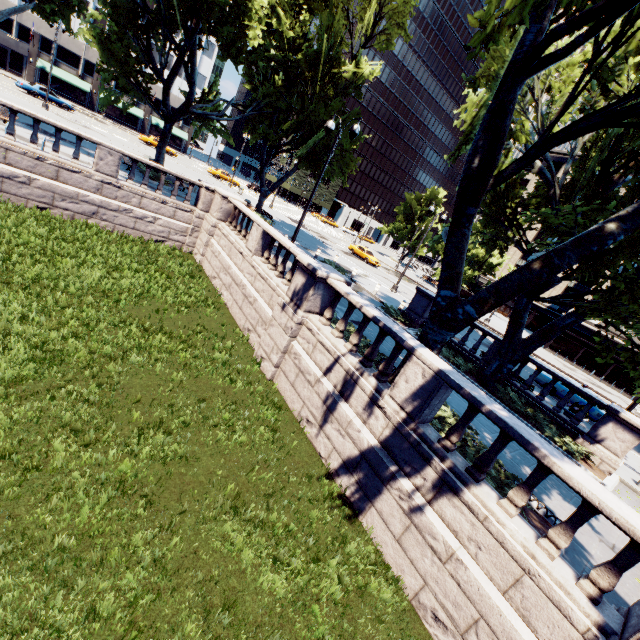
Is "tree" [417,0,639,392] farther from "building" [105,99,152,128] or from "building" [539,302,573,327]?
"building" [539,302,573,327]

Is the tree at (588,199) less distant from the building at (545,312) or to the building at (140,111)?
the building at (140,111)

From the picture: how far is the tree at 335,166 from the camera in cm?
2368

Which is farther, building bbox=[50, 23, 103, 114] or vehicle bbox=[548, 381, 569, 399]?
building bbox=[50, 23, 103, 114]

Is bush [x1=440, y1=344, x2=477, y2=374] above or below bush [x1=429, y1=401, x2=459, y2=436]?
below

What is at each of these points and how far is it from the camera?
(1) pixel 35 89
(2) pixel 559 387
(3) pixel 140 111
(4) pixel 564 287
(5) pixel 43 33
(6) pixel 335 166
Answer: (1) vehicle, 36.38m
(2) vehicle, 18.81m
(3) building, 58.50m
(4) building, 58.03m
(5) building, 48.56m
(6) tree, 25.98m

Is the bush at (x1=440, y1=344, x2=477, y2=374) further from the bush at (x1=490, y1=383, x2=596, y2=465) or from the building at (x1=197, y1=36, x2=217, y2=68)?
the building at (x1=197, y1=36, x2=217, y2=68)

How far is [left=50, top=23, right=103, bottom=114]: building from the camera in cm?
5044
